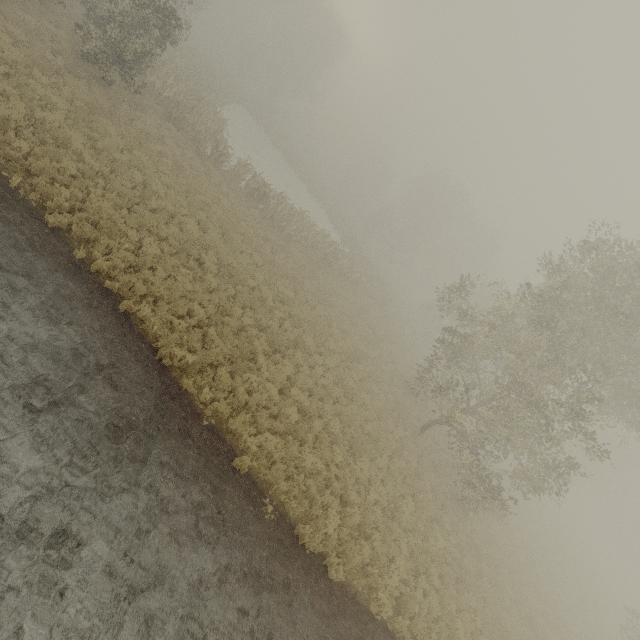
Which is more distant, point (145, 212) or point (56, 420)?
point (145, 212)
